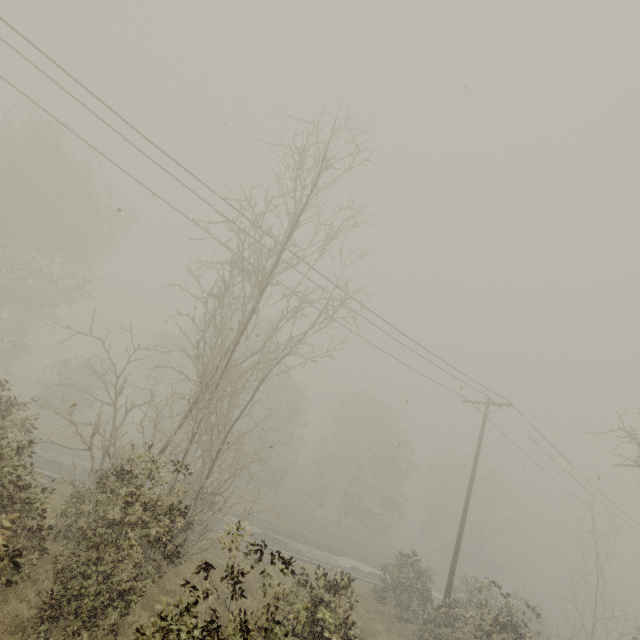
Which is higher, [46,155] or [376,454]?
[46,155]
